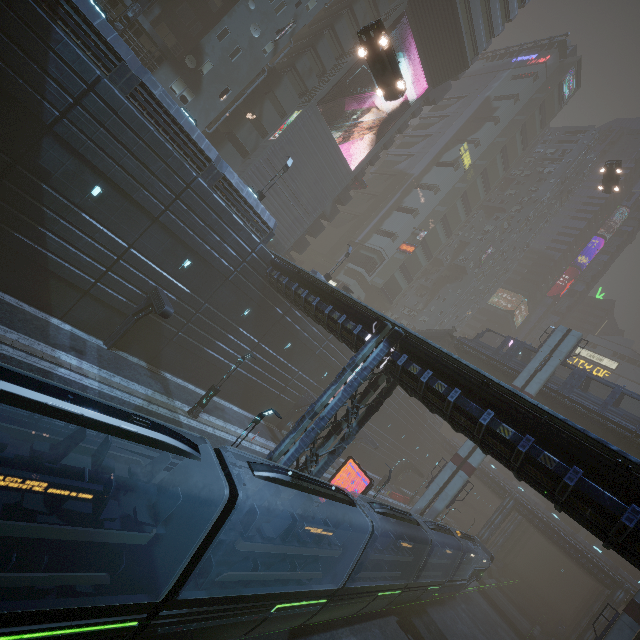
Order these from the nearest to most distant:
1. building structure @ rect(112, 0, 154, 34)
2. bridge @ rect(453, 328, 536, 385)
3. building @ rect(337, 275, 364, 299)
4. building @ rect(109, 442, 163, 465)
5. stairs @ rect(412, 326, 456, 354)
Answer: building @ rect(109, 442, 163, 465), building structure @ rect(112, 0, 154, 34), bridge @ rect(453, 328, 536, 385), building @ rect(337, 275, 364, 299), stairs @ rect(412, 326, 456, 354)

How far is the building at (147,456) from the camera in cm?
1270

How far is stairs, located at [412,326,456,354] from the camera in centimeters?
4044cm

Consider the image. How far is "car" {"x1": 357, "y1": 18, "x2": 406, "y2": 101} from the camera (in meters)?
18.39

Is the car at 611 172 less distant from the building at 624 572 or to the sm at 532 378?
the building at 624 572

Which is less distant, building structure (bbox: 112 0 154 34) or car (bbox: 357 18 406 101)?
car (bbox: 357 18 406 101)

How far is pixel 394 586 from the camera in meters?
17.2 m

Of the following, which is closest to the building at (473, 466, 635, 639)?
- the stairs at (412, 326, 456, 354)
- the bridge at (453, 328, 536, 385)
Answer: the stairs at (412, 326, 456, 354)
